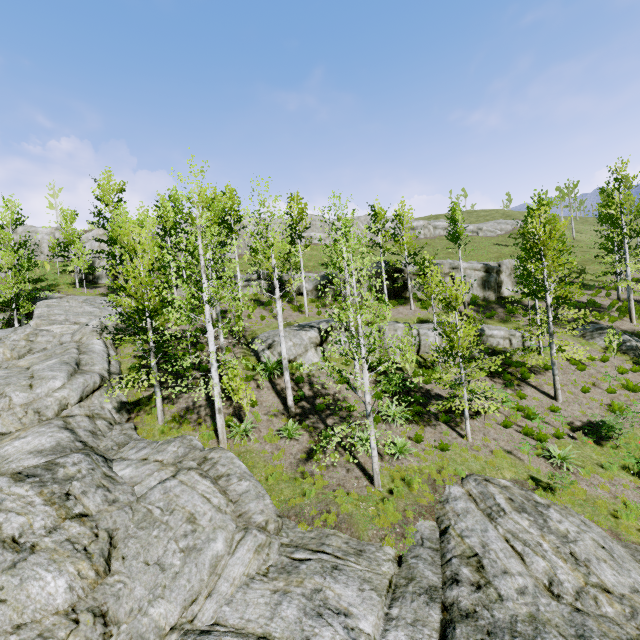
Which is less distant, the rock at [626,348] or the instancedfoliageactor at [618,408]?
the instancedfoliageactor at [618,408]

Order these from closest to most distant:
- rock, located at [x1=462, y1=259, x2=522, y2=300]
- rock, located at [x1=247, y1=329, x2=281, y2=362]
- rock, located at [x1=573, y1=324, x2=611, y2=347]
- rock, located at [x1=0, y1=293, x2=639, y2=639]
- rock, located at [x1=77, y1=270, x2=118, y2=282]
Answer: rock, located at [x1=0, y1=293, x2=639, y2=639] → rock, located at [x1=247, y1=329, x2=281, y2=362] → rock, located at [x1=573, y1=324, x2=611, y2=347] → rock, located at [x1=462, y1=259, x2=522, y2=300] → rock, located at [x1=77, y1=270, x2=118, y2=282]

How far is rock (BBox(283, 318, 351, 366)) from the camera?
18.7m

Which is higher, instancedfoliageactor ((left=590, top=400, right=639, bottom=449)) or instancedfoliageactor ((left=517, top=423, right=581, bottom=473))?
instancedfoliageactor ((left=590, top=400, right=639, bottom=449))

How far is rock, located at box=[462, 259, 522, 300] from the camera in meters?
27.9 m

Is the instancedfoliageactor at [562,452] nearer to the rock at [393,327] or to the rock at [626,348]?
the rock at [393,327]

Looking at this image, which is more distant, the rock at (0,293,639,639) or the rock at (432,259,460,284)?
the rock at (432,259,460,284)

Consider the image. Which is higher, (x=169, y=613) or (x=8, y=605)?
(x=8, y=605)
